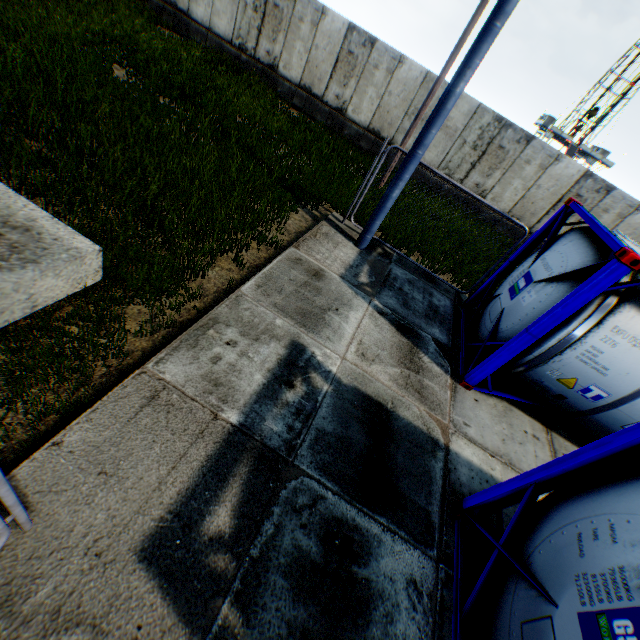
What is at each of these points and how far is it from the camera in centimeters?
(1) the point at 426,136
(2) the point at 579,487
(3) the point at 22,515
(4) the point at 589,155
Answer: (1) street light, 607cm
(2) tank container, 300cm
(3) metal fence, 215cm
(4) landrig, 5978cm

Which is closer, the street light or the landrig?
the street light

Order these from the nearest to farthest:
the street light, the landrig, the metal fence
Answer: the metal fence, the street light, the landrig

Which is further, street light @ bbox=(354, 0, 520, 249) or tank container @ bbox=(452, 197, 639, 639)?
street light @ bbox=(354, 0, 520, 249)

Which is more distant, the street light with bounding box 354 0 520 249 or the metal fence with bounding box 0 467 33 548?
the street light with bounding box 354 0 520 249

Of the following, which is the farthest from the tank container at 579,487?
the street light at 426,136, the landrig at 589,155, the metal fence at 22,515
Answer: the landrig at 589,155

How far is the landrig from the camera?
59.31m

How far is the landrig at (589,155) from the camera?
59.3 meters
